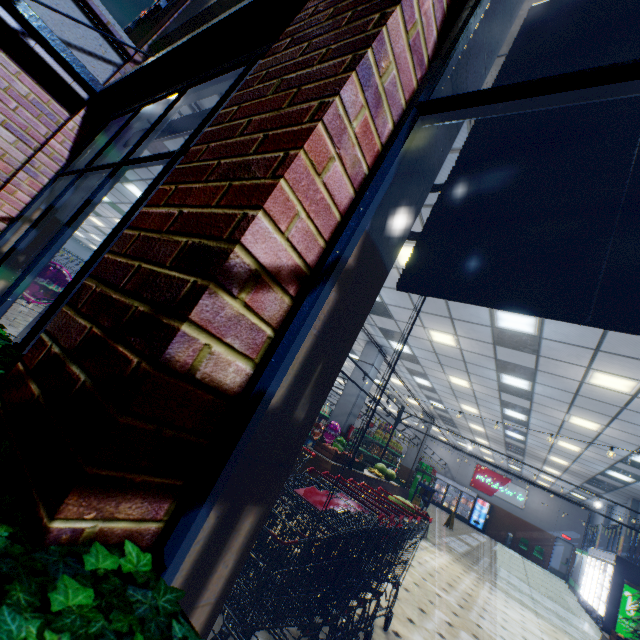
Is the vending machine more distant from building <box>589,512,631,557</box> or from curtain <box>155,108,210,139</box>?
curtain <box>155,108,210,139</box>

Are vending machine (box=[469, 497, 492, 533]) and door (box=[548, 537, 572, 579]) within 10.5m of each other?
yes

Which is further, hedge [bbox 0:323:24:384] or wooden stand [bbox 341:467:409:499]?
wooden stand [bbox 341:467:409:499]

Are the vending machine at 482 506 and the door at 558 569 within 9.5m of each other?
yes

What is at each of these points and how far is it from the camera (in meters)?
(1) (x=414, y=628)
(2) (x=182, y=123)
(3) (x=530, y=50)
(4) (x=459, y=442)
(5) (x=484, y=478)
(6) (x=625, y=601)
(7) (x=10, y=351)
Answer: (1) building, 3.70
(2) curtain, 3.74
(3) curtain, 1.54
(4) building, 24.47
(5) sign, 25.34
(6) sign, 9.81
(7) hedge, 1.65

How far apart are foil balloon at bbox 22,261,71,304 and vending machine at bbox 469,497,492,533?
28.04m

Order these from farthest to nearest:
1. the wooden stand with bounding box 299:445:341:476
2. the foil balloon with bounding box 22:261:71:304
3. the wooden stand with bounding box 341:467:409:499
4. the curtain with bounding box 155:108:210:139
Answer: the wooden stand with bounding box 341:467:409:499
the wooden stand with bounding box 299:445:341:476
the foil balloon with bounding box 22:261:71:304
the curtain with bounding box 155:108:210:139

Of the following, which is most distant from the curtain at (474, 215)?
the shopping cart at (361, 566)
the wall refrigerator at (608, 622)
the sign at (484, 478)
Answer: the sign at (484, 478)
